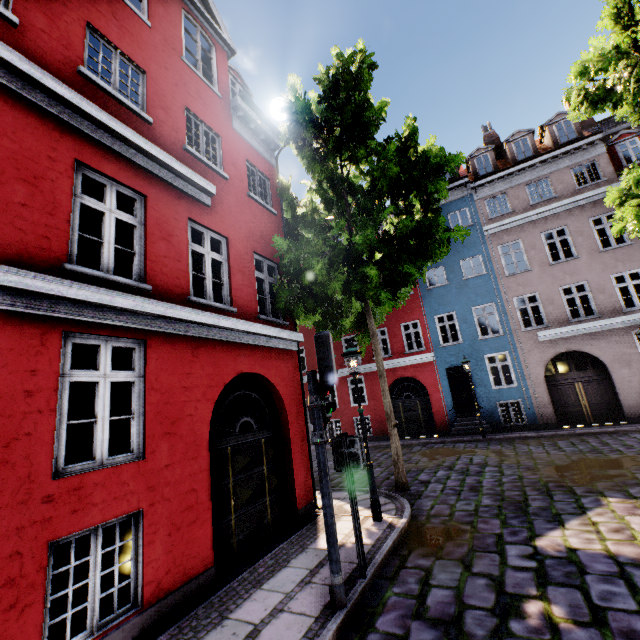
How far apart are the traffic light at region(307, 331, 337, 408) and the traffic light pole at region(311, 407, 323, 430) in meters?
0.0 m

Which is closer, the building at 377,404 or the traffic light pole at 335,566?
the traffic light pole at 335,566

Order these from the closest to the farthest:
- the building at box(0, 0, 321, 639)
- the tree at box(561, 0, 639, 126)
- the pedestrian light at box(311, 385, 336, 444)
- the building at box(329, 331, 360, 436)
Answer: the building at box(0, 0, 321, 639)
the pedestrian light at box(311, 385, 336, 444)
the tree at box(561, 0, 639, 126)
the building at box(329, 331, 360, 436)

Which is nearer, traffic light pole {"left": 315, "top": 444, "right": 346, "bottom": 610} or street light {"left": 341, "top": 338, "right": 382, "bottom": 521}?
traffic light pole {"left": 315, "top": 444, "right": 346, "bottom": 610}

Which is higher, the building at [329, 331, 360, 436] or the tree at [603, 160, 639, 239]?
the tree at [603, 160, 639, 239]

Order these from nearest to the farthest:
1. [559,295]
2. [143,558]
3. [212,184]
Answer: [143,558] → [212,184] → [559,295]

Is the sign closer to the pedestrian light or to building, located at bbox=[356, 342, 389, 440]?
the pedestrian light

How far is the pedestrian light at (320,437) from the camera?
4.47m
